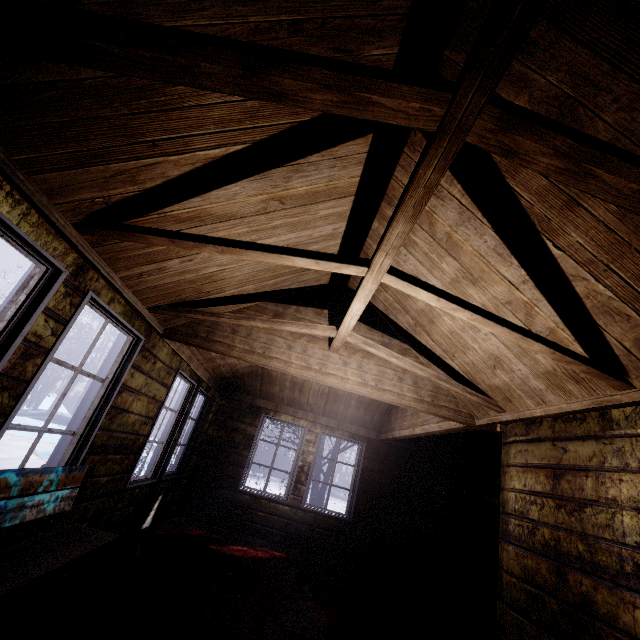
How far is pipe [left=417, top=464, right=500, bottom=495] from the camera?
5.8 meters

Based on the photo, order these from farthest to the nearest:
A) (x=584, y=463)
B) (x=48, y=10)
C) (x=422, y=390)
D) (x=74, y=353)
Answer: (x=74, y=353) → (x=422, y=390) → (x=584, y=463) → (x=48, y=10)

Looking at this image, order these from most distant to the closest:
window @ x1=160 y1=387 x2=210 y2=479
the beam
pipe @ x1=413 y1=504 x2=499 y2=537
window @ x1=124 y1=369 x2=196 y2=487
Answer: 1. pipe @ x1=413 y1=504 x2=499 y2=537
2. window @ x1=160 y1=387 x2=210 y2=479
3. window @ x1=124 y1=369 x2=196 y2=487
4. the beam

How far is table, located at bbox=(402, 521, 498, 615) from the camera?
4.7 meters

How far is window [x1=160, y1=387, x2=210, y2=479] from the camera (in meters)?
4.52

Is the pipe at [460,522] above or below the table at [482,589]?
above

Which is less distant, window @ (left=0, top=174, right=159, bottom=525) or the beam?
the beam

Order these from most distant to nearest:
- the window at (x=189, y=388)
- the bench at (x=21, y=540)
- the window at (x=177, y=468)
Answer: the window at (x=177, y=468), the window at (x=189, y=388), the bench at (x=21, y=540)
